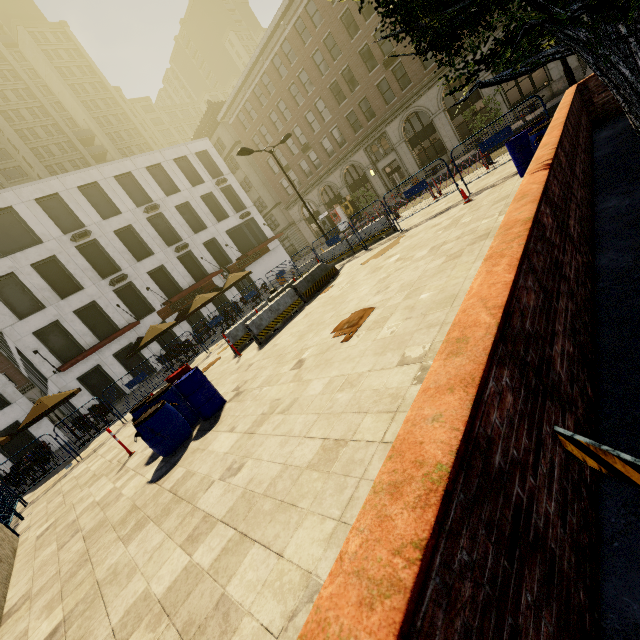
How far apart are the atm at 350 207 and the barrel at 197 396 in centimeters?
3153cm

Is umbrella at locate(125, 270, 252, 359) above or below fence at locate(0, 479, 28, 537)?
above

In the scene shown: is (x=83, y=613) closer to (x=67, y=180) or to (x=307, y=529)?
(x=307, y=529)

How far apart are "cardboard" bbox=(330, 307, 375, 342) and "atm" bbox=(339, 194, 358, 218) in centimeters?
3118cm

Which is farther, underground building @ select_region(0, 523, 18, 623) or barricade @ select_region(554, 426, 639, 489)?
underground building @ select_region(0, 523, 18, 623)

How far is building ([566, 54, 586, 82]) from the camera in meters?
21.7

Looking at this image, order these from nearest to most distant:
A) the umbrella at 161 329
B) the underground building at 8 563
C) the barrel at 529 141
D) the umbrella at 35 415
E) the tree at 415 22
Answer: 1. the tree at 415 22
2. the underground building at 8 563
3. the barrel at 529 141
4. the umbrella at 35 415
5. the umbrella at 161 329

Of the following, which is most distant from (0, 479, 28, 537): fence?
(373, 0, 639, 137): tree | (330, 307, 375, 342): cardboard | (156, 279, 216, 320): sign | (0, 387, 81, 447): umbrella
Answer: (156, 279, 216, 320): sign
